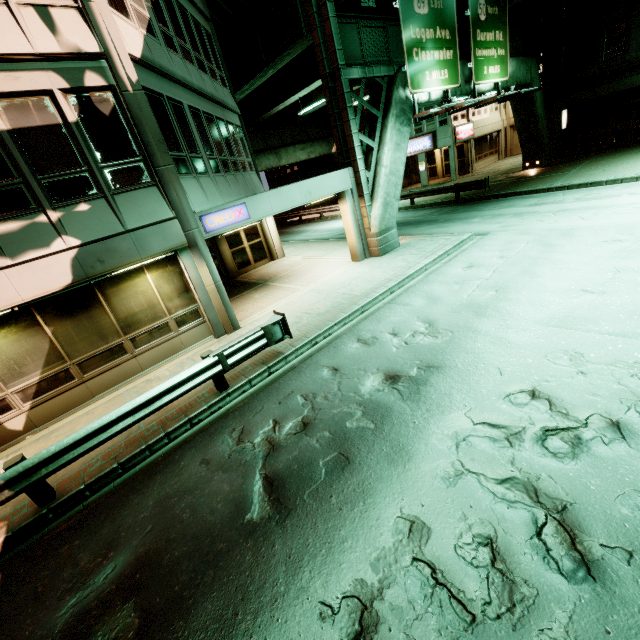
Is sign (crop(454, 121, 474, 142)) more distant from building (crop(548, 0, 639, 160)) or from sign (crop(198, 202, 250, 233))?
sign (crop(198, 202, 250, 233))

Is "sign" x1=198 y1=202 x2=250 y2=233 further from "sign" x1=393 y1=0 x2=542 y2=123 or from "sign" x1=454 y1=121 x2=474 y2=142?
"sign" x1=454 y1=121 x2=474 y2=142

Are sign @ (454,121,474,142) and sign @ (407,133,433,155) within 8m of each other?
yes

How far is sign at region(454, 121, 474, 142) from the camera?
29.1m

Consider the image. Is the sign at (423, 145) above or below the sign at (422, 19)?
below

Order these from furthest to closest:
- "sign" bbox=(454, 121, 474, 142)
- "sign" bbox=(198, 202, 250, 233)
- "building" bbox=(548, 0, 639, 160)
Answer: "sign" bbox=(454, 121, 474, 142) < "building" bbox=(548, 0, 639, 160) < "sign" bbox=(198, 202, 250, 233)

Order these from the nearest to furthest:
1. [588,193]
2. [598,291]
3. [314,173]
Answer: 1. [598,291]
2. [588,193]
3. [314,173]

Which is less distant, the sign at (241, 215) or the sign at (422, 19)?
the sign at (241, 215)
